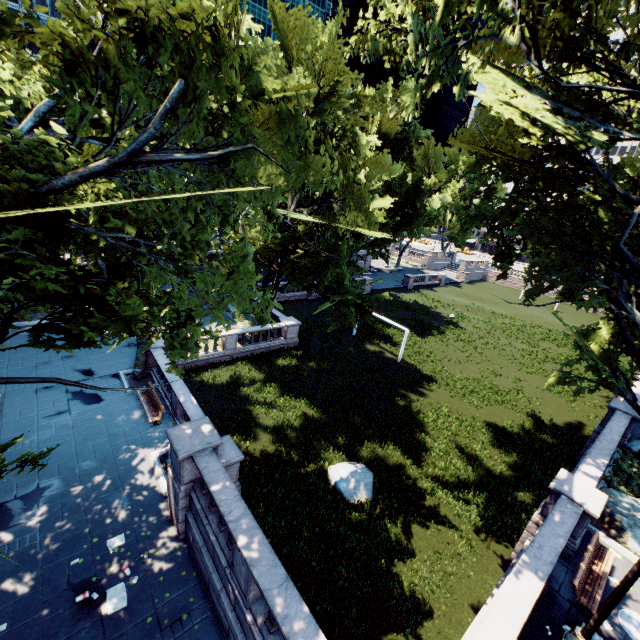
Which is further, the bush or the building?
the building

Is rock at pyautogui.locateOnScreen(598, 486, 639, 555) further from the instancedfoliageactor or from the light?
the instancedfoliageactor

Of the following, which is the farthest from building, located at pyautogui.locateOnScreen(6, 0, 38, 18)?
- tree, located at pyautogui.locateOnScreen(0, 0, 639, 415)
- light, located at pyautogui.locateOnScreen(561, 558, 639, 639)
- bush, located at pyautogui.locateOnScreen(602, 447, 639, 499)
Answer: light, located at pyautogui.locateOnScreen(561, 558, 639, 639)

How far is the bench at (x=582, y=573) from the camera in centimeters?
962cm

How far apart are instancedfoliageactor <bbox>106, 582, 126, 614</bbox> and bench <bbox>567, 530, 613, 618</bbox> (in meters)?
13.26

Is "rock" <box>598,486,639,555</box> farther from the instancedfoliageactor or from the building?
the building

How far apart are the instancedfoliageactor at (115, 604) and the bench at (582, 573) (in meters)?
13.26

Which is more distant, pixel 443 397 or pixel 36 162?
pixel 443 397
